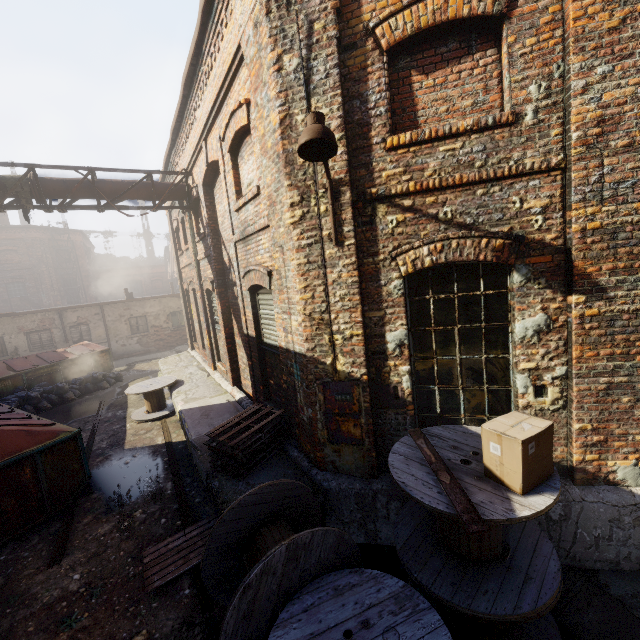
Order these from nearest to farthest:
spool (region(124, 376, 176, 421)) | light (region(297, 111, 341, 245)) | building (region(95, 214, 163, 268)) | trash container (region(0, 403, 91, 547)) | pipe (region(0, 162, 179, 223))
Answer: light (region(297, 111, 341, 245)) → trash container (region(0, 403, 91, 547)) → pipe (region(0, 162, 179, 223)) → spool (region(124, 376, 176, 421)) → building (region(95, 214, 163, 268))

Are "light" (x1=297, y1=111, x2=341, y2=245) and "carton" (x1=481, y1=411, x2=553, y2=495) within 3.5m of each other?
yes

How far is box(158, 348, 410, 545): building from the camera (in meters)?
4.60

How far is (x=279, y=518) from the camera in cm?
395

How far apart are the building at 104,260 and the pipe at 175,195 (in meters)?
43.24

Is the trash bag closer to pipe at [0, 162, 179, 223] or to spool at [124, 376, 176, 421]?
spool at [124, 376, 176, 421]

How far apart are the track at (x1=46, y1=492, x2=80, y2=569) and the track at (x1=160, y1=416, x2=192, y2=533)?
1.70m

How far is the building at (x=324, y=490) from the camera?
4.60m
